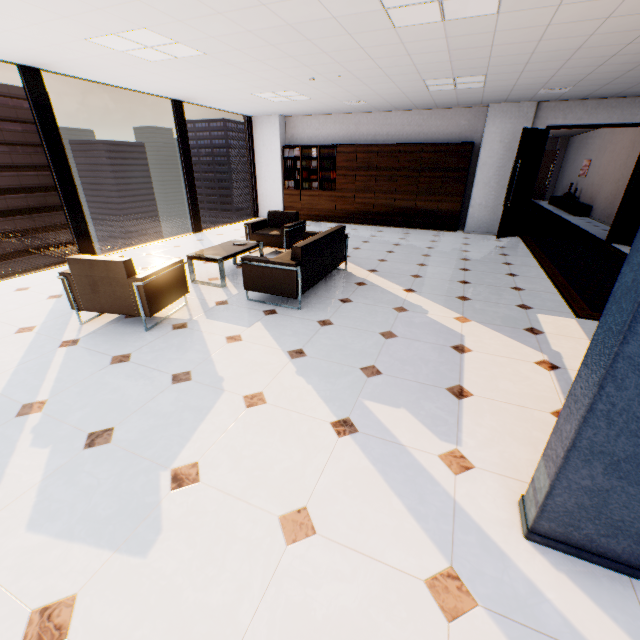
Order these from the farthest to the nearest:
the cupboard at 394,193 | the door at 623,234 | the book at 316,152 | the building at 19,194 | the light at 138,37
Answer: the building at 19,194
the book at 316,152
the cupboard at 394,193
the door at 623,234
the light at 138,37

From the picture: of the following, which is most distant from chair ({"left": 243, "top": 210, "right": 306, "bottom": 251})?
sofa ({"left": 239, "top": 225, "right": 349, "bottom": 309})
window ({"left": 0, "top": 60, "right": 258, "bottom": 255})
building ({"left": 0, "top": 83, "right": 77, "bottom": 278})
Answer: building ({"left": 0, "top": 83, "right": 77, "bottom": 278})

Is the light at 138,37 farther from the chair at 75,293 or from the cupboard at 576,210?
the cupboard at 576,210

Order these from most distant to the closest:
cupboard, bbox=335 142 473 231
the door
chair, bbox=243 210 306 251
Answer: cupboard, bbox=335 142 473 231 → the door → chair, bbox=243 210 306 251

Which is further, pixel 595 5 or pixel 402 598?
pixel 595 5

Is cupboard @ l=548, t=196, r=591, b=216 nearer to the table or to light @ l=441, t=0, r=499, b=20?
light @ l=441, t=0, r=499, b=20

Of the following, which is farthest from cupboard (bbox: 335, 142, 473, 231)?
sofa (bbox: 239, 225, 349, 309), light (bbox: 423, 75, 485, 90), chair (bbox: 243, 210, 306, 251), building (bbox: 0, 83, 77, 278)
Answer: building (bbox: 0, 83, 77, 278)

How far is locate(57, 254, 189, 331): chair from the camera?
3.33m
